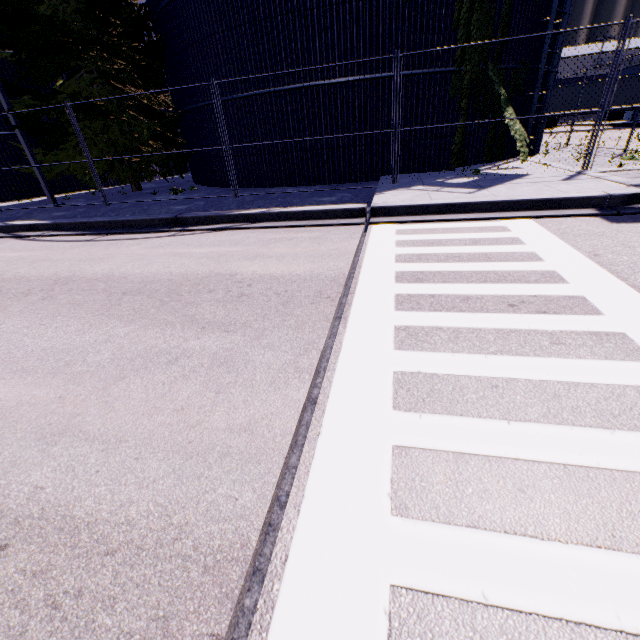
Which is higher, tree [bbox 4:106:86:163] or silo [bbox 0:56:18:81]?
silo [bbox 0:56:18:81]

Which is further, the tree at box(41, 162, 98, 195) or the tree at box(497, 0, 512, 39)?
the tree at box(41, 162, 98, 195)

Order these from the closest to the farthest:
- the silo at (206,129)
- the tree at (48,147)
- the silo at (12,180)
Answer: the tree at (48,147)
the silo at (206,129)
the silo at (12,180)

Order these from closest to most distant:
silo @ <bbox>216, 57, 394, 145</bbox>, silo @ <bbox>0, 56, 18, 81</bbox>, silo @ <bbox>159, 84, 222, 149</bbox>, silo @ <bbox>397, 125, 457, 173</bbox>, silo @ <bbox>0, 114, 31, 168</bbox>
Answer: silo @ <bbox>216, 57, 394, 145</bbox>
silo @ <bbox>397, 125, 457, 173</bbox>
silo @ <bbox>159, 84, 222, 149</bbox>
silo @ <bbox>0, 56, 18, 81</bbox>
silo @ <bbox>0, 114, 31, 168</bbox>

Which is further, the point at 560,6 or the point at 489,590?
the point at 560,6

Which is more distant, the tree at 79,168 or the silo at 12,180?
the silo at 12,180

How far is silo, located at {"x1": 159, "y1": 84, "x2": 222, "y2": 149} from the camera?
11.9 meters
